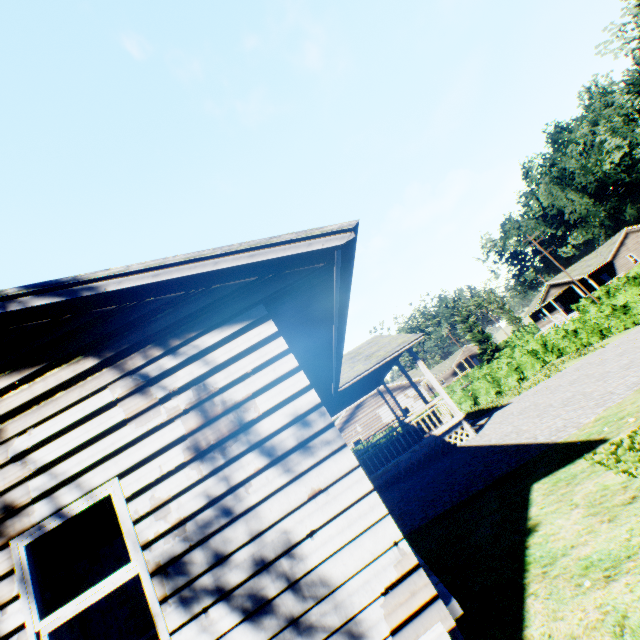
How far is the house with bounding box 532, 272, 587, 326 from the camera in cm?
4716

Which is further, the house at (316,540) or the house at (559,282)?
the house at (559,282)

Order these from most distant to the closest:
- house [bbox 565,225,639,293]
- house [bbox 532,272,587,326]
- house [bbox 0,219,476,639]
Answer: house [bbox 532,272,587,326] → house [bbox 565,225,639,293] → house [bbox 0,219,476,639]

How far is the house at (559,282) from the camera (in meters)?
47.16

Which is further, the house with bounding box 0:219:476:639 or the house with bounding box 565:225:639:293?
the house with bounding box 565:225:639:293

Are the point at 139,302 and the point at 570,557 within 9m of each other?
yes

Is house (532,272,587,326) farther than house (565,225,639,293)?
Yes
